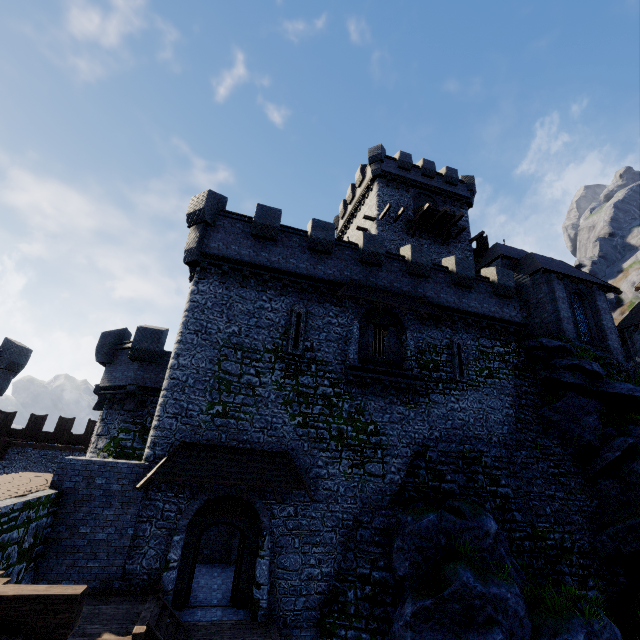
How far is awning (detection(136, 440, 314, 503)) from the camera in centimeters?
1165cm

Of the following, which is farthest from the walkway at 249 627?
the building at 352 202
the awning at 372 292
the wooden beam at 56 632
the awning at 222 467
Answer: the building at 352 202

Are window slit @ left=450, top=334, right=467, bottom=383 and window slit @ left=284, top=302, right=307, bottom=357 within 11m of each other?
yes

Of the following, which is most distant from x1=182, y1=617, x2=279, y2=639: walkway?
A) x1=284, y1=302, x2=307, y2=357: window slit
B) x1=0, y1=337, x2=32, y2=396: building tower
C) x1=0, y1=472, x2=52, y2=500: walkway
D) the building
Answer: x1=0, y1=337, x2=32, y2=396: building tower

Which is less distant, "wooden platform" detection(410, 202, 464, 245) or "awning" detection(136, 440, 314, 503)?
"awning" detection(136, 440, 314, 503)

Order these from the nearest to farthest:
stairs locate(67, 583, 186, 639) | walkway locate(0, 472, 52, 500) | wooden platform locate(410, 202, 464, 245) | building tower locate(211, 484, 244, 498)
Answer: stairs locate(67, 583, 186, 639)
walkway locate(0, 472, 52, 500)
building tower locate(211, 484, 244, 498)
wooden platform locate(410, 202, 464, 245)

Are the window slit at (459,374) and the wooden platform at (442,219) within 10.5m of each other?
no

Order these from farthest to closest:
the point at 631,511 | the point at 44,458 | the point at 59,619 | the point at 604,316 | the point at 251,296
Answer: the point at 44,458 → the point at 604,316 → the point at 251,296 → the point at 631,511 → the point at 59,619
